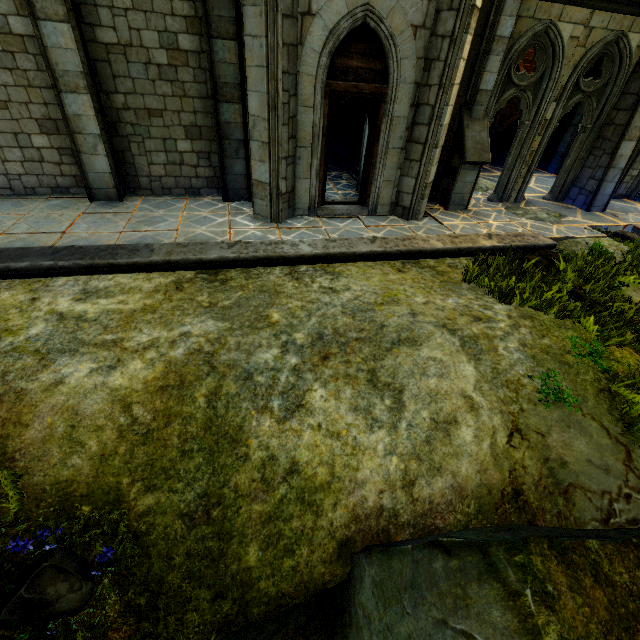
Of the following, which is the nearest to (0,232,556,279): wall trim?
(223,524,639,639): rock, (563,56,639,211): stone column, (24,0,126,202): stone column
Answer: (24,0,126,202): stone column

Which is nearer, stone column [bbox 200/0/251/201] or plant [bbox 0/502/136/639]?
plant [bbox 0/502/136/639]

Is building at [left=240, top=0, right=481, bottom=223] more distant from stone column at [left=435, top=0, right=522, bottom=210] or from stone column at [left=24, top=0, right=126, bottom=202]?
stone column at [left=24, top=0, right=126, bottom=202]

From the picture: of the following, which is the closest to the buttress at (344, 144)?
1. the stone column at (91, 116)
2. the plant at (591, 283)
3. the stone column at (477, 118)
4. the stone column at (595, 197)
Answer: the stone column at (91, 116)

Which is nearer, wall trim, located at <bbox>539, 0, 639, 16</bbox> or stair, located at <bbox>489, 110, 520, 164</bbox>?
wall trim, located at <bbox>539, 0, 639, 16</bbox>

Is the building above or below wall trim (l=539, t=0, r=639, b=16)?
below

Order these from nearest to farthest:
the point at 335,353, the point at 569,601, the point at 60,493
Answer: the point at 569,601, the point at 60,493, the point at 335,353

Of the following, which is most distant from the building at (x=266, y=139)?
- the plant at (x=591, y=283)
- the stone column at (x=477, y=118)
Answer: the plant at (x=591, y=283)
